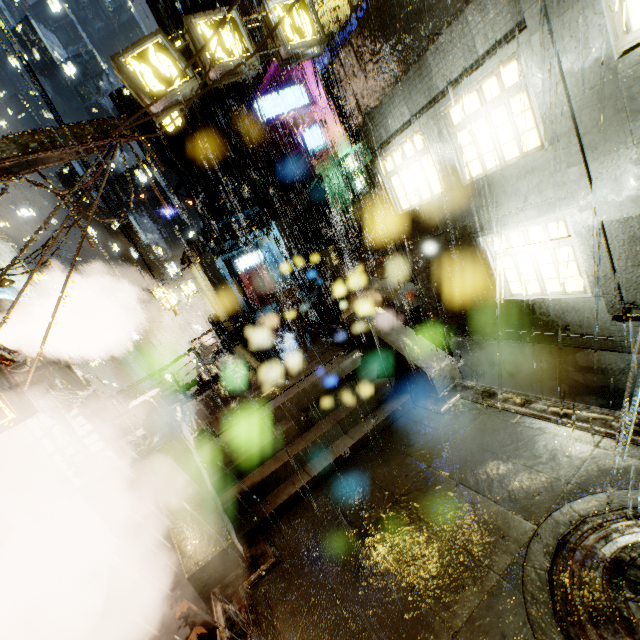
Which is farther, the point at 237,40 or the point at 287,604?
the point at 237,40

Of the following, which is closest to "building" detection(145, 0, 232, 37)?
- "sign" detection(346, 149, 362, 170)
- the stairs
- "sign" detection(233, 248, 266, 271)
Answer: A: "sign" detection(233, 248, 266, 271)

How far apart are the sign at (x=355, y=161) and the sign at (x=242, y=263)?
10.0m

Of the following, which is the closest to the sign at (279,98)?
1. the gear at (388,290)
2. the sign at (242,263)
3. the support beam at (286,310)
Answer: the sign at (242,263)

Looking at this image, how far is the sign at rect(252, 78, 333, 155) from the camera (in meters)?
20.98

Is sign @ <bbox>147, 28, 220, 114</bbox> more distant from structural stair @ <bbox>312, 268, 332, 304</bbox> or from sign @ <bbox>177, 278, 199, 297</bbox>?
sign @ <bbox>177, 278, 199, 297</bbox>

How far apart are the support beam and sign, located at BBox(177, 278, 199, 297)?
14.29m

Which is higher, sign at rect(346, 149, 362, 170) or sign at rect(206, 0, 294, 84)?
sign at rect(206, 0, 294, 84)
